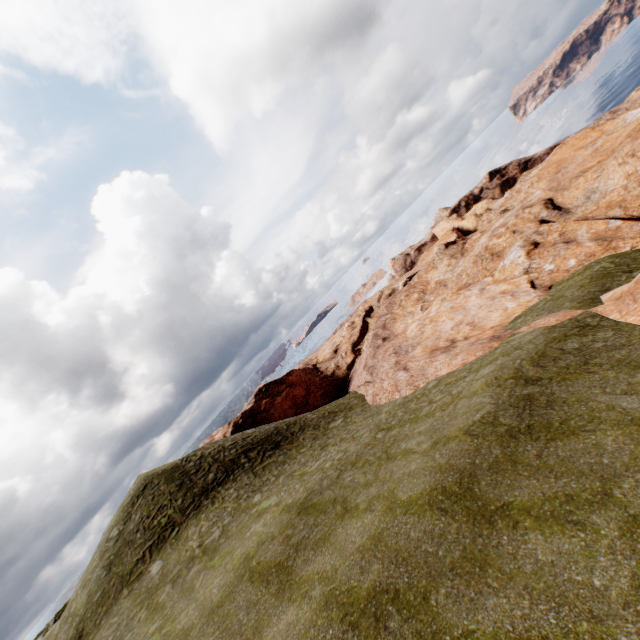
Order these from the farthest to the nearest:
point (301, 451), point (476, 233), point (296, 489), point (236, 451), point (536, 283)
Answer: point (476, 233) < point (236, 451) < point (301, 451) < point (536, 283) < point (296, 489)
